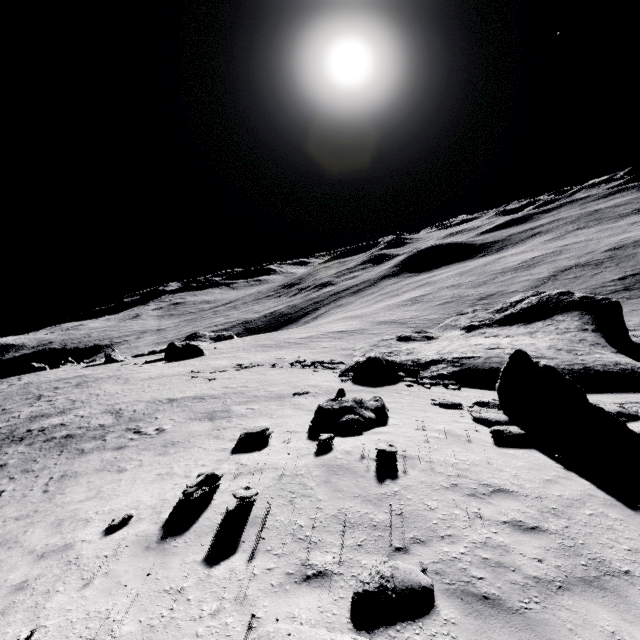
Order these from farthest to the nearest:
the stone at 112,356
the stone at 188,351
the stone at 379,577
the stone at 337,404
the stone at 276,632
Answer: the stone at 112,356 < the stone at 188,351 < the stone at 337,404 < the stone at 379,577 < the stone at 276,632

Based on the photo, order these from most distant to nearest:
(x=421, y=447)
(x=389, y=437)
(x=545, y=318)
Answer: (x=545, y=318) < (x=389, y=437) < (x=421, y=447)

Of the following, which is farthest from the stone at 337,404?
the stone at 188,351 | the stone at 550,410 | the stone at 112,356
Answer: the stone at 112,356

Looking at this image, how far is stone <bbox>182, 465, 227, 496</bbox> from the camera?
7.4 meters

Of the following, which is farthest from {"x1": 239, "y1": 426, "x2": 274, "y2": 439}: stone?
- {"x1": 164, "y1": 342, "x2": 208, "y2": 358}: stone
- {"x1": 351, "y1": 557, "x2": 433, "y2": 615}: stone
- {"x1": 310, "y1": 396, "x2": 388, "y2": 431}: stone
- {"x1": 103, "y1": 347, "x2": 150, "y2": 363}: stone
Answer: {"x1": 103, "y1": 347, "x2": 150, "y2": 363}: stone

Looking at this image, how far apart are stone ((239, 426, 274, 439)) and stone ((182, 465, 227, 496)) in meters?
2.7 m

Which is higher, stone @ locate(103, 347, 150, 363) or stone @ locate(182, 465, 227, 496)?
stone @ locate(182, 465, 227, 496)

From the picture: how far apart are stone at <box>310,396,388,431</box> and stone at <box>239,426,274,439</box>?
1.5 meters
